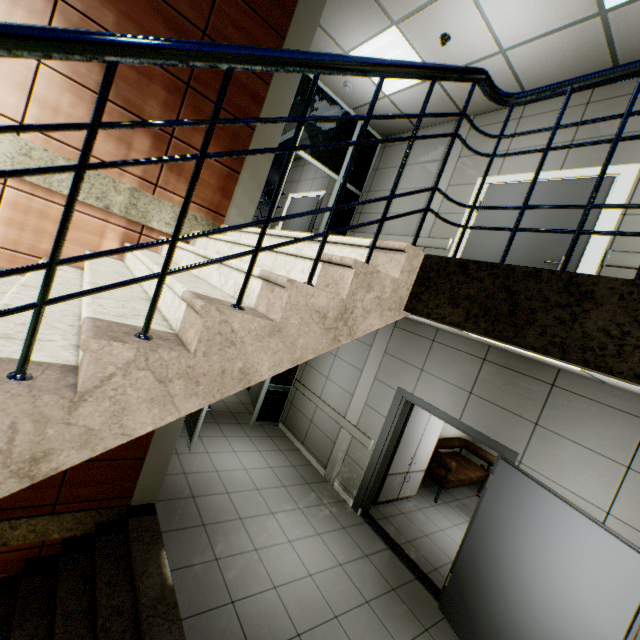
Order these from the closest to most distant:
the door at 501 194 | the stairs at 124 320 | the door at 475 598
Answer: the stairs at 124 320, the door at 475 598, the door at 501 194

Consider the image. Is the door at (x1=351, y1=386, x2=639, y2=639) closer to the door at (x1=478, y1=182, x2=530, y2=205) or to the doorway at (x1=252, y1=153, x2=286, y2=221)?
the door at (x1=478, y1=182, x2=530, y2=205)

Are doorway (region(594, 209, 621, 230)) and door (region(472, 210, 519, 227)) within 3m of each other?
yes

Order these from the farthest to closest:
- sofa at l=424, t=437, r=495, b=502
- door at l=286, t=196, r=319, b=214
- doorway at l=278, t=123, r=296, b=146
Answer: door at l=286, t=196, r=319, b=214 < sofa at l=424, t=437, r=495, b=502 < doorway at l=278, t=123, r=296, b=146

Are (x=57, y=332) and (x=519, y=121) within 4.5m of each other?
no

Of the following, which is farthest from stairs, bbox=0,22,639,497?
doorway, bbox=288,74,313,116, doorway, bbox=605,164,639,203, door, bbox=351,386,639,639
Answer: doorway, bbox=605,164,639,203

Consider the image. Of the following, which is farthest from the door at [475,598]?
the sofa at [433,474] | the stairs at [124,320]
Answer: the stairs at [124,320]

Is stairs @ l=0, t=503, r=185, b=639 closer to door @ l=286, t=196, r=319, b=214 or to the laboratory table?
the laboratory table
